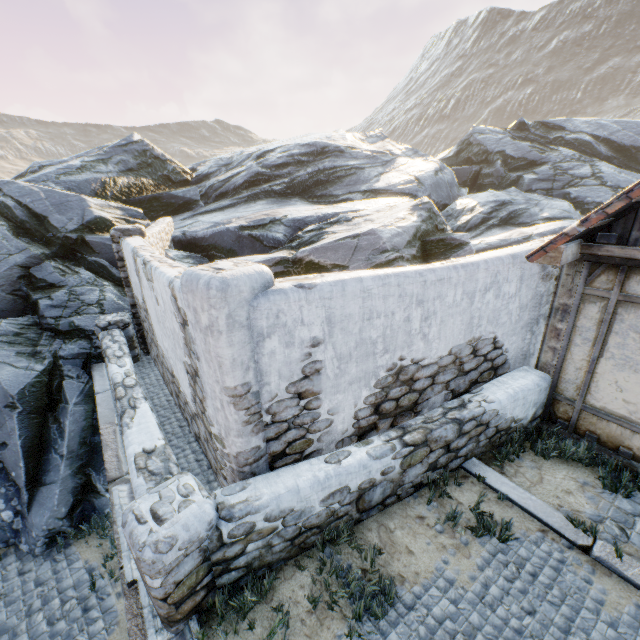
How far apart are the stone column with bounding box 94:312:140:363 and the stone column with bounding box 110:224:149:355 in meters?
0.1 m

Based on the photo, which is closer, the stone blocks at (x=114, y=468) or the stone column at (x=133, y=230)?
the stone blocks at (x=114, y=468)

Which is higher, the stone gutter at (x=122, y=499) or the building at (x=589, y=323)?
the building at (x=589, y=323)

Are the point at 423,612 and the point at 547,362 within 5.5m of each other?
yes

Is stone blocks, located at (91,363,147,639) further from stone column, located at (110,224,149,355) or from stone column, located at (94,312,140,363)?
stone column, located at (110,224,149,355)

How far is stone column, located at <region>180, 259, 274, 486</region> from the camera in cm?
284

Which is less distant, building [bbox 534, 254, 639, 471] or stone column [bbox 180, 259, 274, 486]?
stone column [bbox 180, 259, 274, 486]

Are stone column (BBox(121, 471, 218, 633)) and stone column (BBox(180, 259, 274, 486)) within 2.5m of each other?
yes
